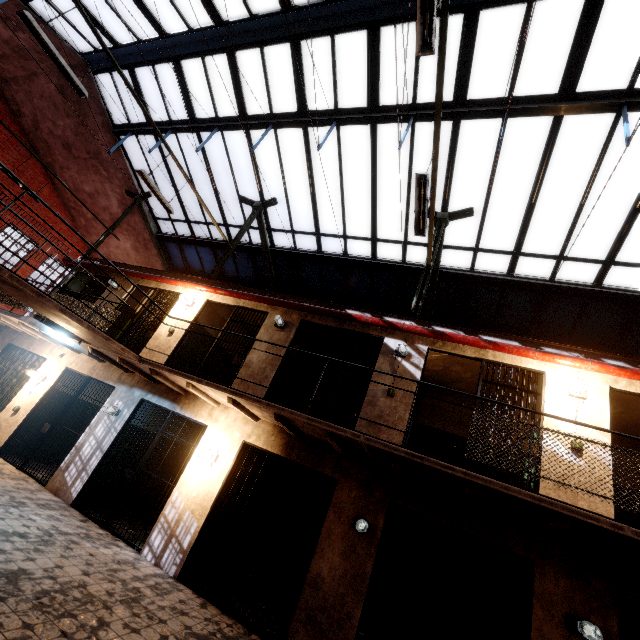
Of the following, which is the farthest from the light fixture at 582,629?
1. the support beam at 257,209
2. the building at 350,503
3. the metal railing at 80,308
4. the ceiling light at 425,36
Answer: the ceiling light at 425,36

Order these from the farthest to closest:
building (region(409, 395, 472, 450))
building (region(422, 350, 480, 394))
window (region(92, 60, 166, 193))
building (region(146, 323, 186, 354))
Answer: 1. window (region(92, 60, 166, 193))
2. building (region(409, 395, 472, 450))
3. building (region(146, 323, 186, 354))
4. building (region(422, 350, 480, 394))

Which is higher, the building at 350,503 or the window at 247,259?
the window at 247,259

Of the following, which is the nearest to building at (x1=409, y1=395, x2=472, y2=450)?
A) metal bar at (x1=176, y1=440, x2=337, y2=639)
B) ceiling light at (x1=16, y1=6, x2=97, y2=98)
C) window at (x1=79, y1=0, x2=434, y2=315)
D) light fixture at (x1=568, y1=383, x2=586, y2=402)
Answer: light fixture at (x1=568, y1=383, x2=586, y2=402)

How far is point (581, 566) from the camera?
4.4 meters

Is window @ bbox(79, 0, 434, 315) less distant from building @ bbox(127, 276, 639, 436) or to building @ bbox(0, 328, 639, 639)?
building @ bbox(127, 276, 639, 436)

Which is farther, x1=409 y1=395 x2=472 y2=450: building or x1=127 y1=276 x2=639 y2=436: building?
x1=409 y1=395 x2=472 y2=450: building

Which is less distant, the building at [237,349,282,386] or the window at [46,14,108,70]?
the building at [237,349,282,386]
